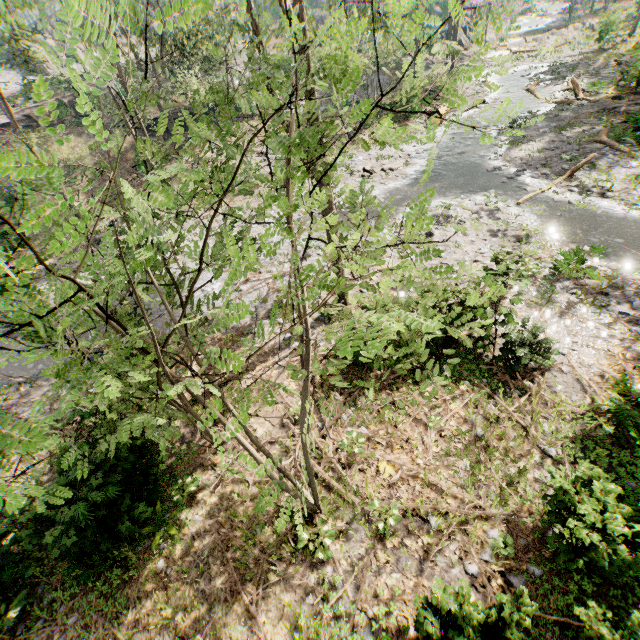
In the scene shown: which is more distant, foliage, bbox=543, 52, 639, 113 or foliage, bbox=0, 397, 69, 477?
foliage, bbox=543, 52, 639, 113

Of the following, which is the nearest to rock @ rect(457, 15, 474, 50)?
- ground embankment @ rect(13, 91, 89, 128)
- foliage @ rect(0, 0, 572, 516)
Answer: foliage @ rect(0, 0, 572, 516)

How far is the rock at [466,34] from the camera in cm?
4700

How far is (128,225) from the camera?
3.8m

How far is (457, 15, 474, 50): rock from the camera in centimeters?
4700cm

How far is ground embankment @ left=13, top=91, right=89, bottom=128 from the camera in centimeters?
3350cm

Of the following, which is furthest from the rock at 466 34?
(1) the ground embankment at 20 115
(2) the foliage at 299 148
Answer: (1) the ground embankment at 20 115
